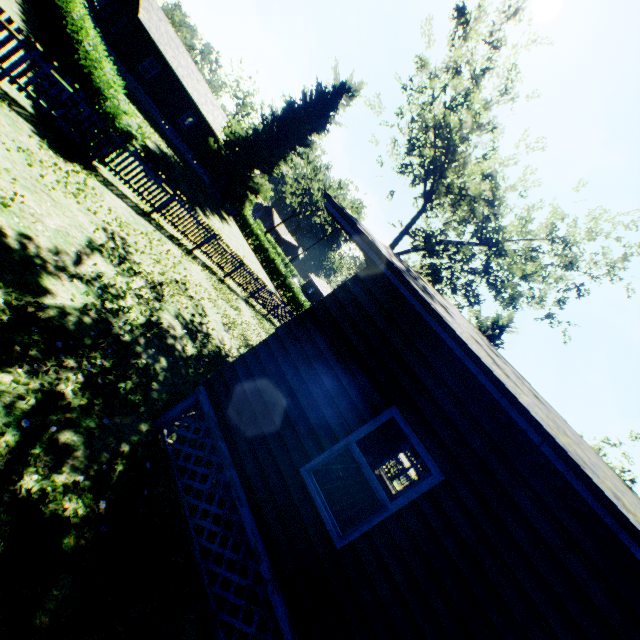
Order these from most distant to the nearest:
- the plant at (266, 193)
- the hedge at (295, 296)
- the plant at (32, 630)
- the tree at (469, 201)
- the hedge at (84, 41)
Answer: the hedge at (295, 296), the plant at (266, 193), the tree at (469, 201), the hedge at (84, 41), the plant at (32, 630)

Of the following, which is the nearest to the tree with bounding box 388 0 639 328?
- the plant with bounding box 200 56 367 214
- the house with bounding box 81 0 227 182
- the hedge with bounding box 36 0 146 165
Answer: the plant with bounding box 200 56 367 214

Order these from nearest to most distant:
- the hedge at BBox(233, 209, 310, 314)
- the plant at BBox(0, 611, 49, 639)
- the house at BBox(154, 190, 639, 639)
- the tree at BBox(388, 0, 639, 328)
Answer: the plant at BBox(0, 611, 49, 639), the house at BBox(154, 190, 639, 639), the tree at BBox(388, 0, 639, 328), the hedge at BBox(233, 209, 310, 314)

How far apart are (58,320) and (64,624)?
3.90m

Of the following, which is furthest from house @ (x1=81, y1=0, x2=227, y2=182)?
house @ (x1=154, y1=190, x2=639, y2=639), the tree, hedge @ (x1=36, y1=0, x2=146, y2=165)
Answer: house @ (x1=154, y1=190, x2=639, y2=639)

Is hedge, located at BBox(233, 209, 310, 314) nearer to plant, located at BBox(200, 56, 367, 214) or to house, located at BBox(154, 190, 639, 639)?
plant, located at BBox(200, 56, 367, 214)

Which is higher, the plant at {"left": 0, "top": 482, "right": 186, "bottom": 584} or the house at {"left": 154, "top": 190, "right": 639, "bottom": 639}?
the house at {"left": 154, "top": 190, "right": 639, "bottom": 639}

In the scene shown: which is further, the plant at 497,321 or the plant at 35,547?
the plant at 497,321
